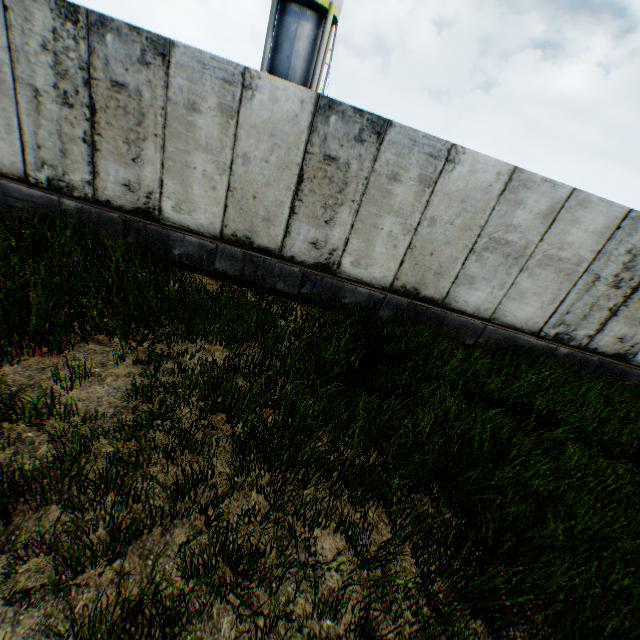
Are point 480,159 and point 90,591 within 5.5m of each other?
no
